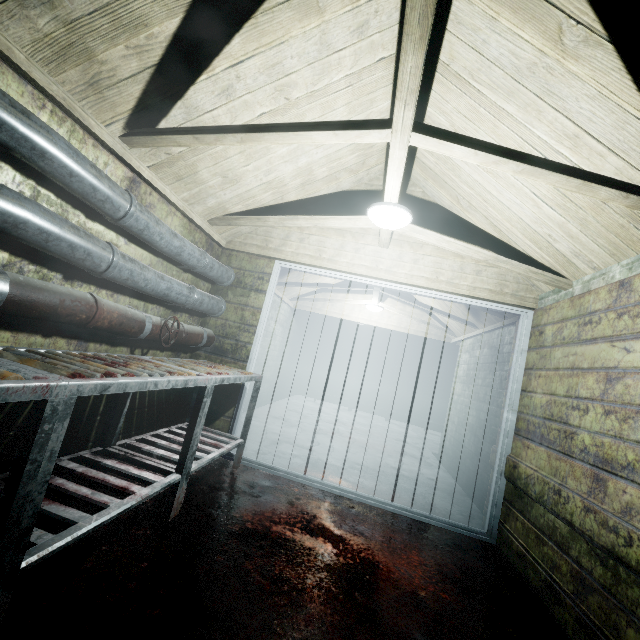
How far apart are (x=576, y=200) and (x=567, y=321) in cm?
89

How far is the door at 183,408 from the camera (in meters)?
3.16

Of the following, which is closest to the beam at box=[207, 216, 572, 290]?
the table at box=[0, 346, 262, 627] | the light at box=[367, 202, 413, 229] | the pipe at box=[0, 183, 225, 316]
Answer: the light at box=[367, 202, 413, 229]

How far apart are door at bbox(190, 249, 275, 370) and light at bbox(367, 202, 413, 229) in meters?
1.0 m

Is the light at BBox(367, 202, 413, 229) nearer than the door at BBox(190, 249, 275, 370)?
Yes

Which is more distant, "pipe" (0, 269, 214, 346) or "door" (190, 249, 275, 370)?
"door" (190, 249, 275, 370)

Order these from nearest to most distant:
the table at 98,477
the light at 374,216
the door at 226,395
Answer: the table at 98,477
the light at 374,216
the door at 226,395
